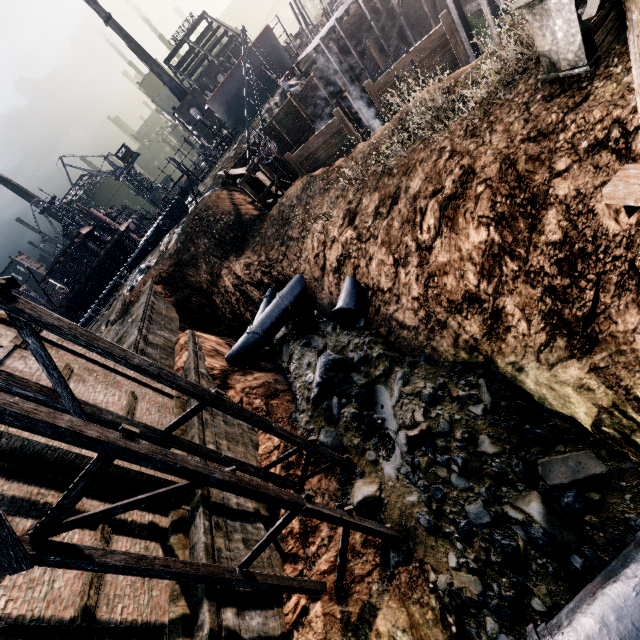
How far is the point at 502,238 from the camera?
9.38m

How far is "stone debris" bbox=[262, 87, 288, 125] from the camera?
35.4 meters

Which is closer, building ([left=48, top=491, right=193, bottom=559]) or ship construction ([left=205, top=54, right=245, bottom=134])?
building ([left=48, top=491, right=193, bottom=559])

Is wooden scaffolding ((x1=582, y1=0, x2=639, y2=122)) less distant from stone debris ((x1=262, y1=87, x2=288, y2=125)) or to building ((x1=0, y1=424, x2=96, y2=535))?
building ((x1=0, y1=424, x2=96, y2=535))

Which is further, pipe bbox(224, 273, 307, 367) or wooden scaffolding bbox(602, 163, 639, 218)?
pipe bbox(224, 273, 307, 367)

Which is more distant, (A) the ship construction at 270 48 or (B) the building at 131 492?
(A) the ship construction at 270 48

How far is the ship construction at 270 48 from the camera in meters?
51.0

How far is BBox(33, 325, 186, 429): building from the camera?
12.0m
